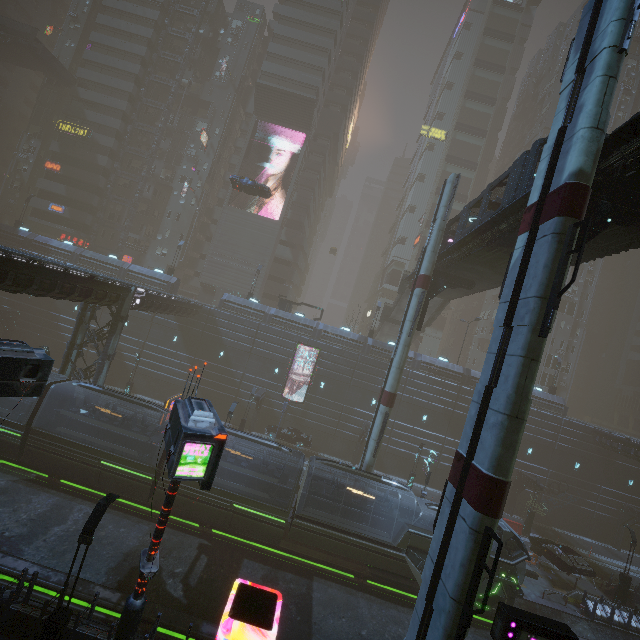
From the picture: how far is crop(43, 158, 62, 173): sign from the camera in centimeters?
4784cm

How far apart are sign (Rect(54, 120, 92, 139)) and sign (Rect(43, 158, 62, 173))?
4.34m

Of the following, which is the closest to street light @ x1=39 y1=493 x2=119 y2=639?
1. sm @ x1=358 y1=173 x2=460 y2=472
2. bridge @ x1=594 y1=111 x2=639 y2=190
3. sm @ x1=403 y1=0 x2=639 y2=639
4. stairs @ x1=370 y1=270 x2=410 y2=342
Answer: sm @ x1=403 y1=0 x2=639 y2=639

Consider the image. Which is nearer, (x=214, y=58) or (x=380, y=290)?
(x=214, y=58)

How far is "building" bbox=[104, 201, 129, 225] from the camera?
50.53m

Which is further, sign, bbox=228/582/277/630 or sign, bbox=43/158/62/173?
sign, bbox=43/158/62/173

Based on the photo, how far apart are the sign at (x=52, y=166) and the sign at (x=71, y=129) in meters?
4.3

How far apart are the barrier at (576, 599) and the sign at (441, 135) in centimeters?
6214cm
